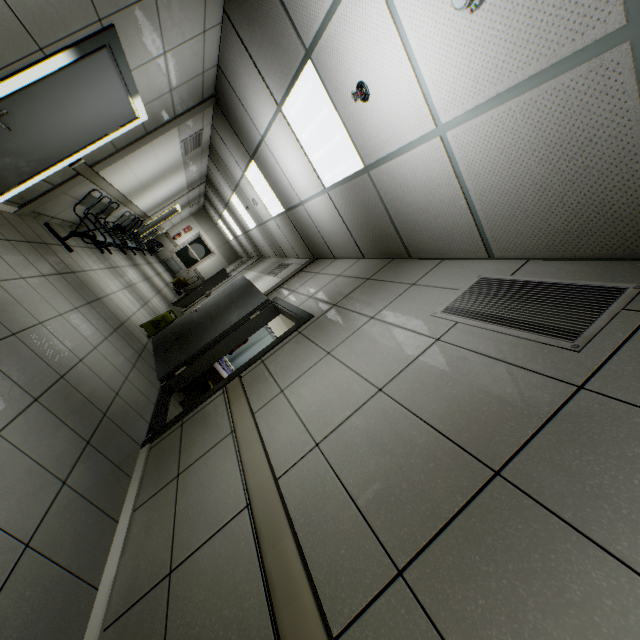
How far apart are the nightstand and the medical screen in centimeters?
160cm

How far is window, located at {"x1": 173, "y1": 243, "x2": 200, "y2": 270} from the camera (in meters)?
16.17

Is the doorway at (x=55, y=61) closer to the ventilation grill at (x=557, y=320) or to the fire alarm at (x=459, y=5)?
the fire alarm at (x=459, y=5)

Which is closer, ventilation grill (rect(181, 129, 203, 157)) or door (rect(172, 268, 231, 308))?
ventilation grill (rect(181, 129, 203, 157))

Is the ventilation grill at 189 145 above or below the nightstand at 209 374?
above

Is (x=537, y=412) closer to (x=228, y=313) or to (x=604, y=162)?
(x=604, y=162)

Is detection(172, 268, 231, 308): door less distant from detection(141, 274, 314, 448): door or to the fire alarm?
detection(141, 274, 314, 448): door

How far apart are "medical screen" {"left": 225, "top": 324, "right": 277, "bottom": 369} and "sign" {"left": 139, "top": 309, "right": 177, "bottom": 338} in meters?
1.3 m
